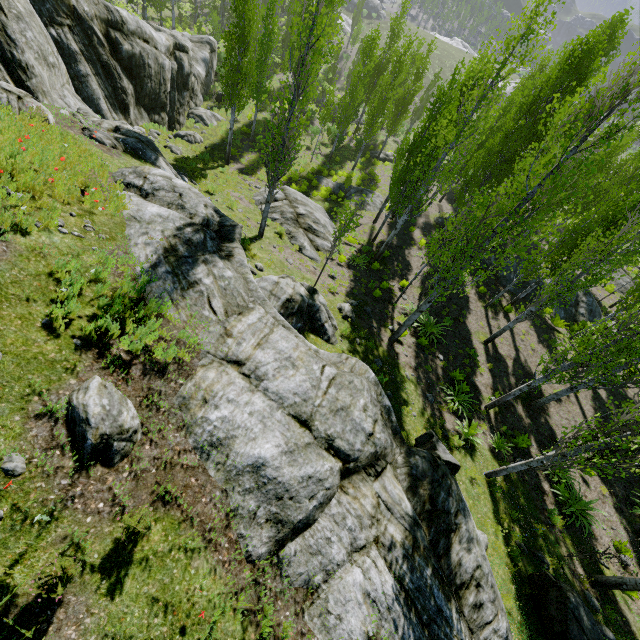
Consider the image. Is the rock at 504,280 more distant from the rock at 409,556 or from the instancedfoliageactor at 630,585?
the rock at 409,556

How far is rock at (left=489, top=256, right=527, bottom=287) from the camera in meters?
21.4

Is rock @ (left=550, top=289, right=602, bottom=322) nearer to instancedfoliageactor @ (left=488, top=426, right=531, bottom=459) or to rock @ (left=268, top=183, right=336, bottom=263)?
instancedfoliageactor @ (left=488, top=426, right=531, bottom=459)

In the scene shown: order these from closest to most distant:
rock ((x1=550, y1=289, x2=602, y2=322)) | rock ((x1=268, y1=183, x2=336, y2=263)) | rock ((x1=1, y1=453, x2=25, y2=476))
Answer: rock ((x1=1, y1=453, x2=25, y2=476)), rock ((x1=268, y1=183, x2=336, y2=263)), rock ((x1=550, y1=289, x2=602, y2=322))

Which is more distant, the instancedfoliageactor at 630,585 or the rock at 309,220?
the rock at 309,220

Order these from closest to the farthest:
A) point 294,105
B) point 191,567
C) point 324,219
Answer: point 191,567 < point 294,105 < point 324,219

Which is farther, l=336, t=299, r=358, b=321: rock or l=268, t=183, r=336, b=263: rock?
l=268, t=183, r=336, b=263: rock
